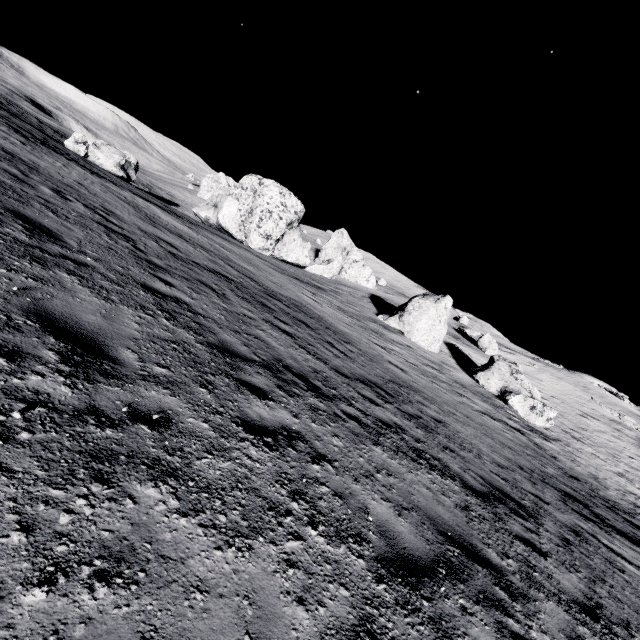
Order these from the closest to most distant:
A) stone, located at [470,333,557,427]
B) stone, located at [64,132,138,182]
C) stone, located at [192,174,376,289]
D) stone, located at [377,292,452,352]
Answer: stone, located at [470,333,557,427], stone, located at [377,292,452,352], stone, located at [64,132,138,182], stone, located at [192,174,376,289]

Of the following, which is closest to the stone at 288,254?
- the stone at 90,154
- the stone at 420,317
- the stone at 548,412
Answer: the stone at 90,154

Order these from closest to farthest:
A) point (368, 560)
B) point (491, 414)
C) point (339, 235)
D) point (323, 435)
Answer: point (368, 560) < point (323, 435) < point (491, 414) < point (339, 235)

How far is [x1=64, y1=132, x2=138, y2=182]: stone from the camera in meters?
29.3

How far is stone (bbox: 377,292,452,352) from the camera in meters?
26.2 m

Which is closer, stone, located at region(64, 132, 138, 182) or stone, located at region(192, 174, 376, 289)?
stone, located at region(64, 132, 138, 182)

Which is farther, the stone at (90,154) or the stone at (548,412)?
the stone at (90,154)

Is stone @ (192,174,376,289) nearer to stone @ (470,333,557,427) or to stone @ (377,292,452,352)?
stone @ (377,292,452,352)
